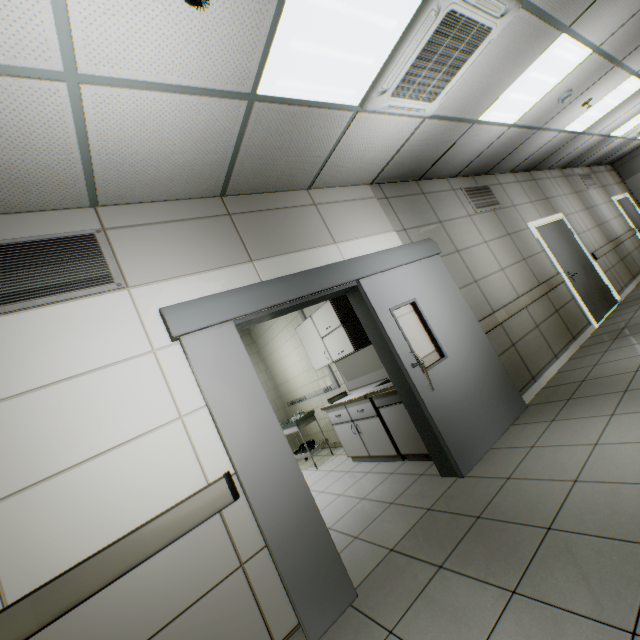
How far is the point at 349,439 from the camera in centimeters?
480cm

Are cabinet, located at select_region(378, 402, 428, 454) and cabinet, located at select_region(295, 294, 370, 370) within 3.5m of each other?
yes

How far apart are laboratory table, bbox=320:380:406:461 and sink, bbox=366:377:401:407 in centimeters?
9cm

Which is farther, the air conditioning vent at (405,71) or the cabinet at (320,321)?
the cabinet at (320,321)

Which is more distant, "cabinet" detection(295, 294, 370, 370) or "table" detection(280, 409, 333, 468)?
"table" detection(280, 409, 333, 468)

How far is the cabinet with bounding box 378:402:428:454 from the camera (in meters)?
3.67

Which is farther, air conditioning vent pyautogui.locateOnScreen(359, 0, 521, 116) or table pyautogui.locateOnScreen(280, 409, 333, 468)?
table pyautogui.locateOnScreen(280, 409, 333, 468)

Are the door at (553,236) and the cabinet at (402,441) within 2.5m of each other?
no
